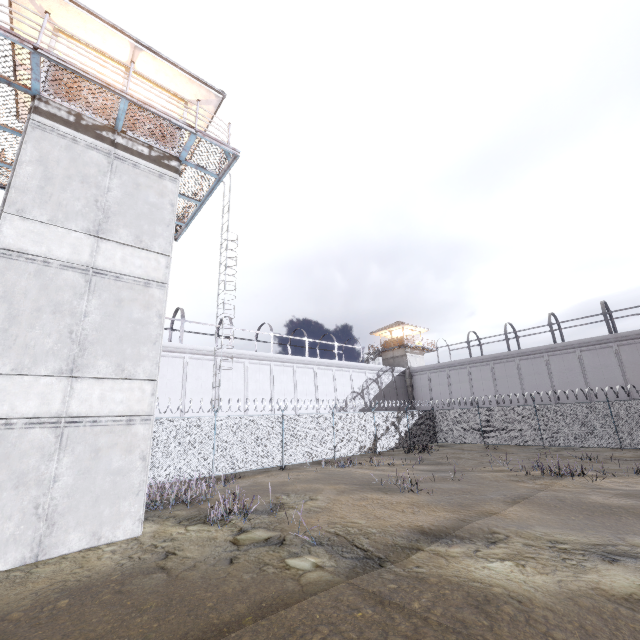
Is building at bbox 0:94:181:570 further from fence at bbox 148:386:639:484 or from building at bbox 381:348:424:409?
building at bbox 381:348:424:409

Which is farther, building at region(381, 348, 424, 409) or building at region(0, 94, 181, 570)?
building at region(381, 348, 424, 409)

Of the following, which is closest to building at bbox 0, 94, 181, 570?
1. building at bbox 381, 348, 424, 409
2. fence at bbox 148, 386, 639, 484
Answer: fence at bbox 148, 386, 639, 484

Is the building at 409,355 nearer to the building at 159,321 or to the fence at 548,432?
the fence at 548,432

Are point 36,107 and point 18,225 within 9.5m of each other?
yes

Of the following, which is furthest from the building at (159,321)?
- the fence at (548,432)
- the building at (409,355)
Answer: the building at (409,355)

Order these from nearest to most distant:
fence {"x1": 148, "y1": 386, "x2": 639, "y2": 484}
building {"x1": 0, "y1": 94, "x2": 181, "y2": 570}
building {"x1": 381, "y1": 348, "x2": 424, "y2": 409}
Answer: building {"x1": 0, "y1": 94, "x2": 181, "y2": 570}
fence {"x1": 148, "y1": 386, "x2": 639, "y2": 484}
building {"x1": 381, "y1": 348, "x2": 424, "y2": 409}
